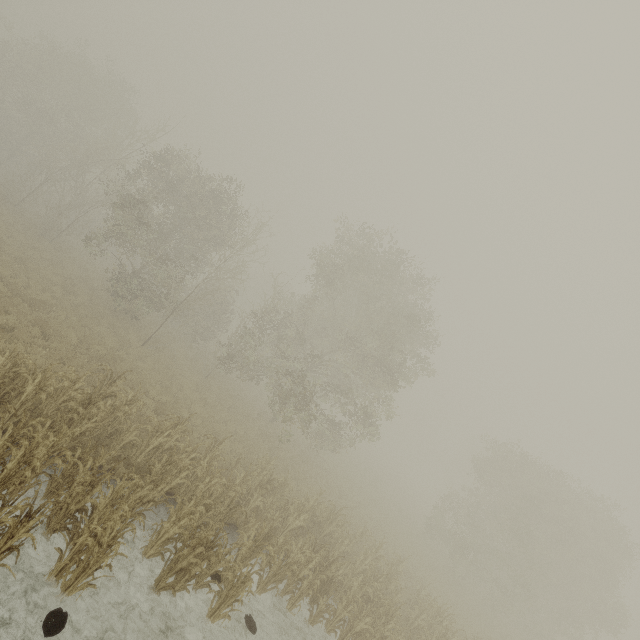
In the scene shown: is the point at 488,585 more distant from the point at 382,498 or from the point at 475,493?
the point at 382,498
